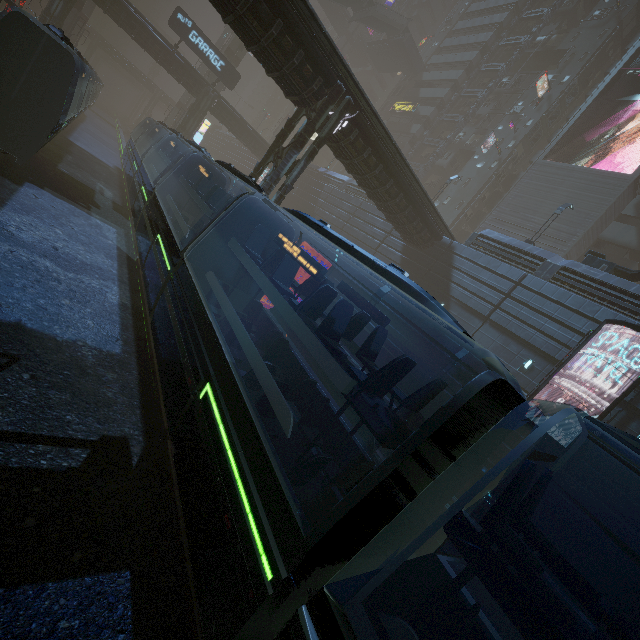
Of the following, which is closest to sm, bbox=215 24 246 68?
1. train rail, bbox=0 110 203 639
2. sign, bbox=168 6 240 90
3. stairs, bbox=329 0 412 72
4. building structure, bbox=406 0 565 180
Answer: stairs, bbox=329 0 412 72

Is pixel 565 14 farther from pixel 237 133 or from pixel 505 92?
pixel 237 133

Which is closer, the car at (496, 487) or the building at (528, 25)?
the car at (496, 487)

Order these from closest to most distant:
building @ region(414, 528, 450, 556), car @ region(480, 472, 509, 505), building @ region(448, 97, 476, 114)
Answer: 1. building @ region(414, 528, 450, 556)
2. car @ region(480, 472, 509, 505)
3. building @ region(448, 97, 476, 114)

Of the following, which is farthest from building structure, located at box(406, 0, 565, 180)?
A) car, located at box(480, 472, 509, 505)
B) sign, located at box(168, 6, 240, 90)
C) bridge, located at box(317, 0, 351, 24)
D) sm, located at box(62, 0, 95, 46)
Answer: car, located at box(480, 472, 509, 505)

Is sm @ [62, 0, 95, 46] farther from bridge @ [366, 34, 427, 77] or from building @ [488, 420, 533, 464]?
bridge @ [366, 34, 427, 77]

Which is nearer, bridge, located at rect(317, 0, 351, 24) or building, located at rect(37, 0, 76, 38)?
building, located at rect(37, 0, 76, 38)

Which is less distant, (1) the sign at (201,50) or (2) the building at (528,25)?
(1) the sign at (201,50)
